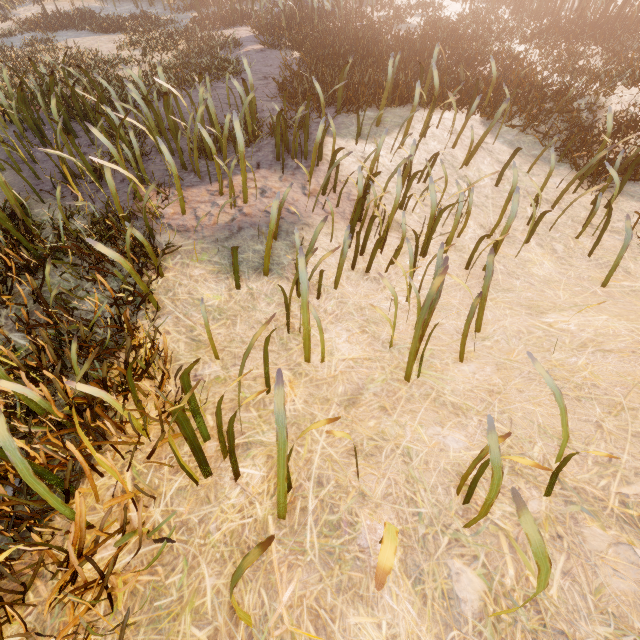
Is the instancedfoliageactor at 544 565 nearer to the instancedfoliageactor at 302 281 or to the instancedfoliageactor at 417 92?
the instancedfoliageactor at 302 281

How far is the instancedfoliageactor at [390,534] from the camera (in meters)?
0.97

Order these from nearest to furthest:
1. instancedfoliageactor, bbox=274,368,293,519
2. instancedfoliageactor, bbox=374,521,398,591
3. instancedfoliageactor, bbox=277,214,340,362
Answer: instancedfoliageactor, bbox=374,521,398,591 → instancedfoliageactor, bbox=274,368,293,519 → instancedfoliageactor, bbox=277,214,340,362

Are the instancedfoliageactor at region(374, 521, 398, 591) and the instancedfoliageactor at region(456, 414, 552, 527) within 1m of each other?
yes

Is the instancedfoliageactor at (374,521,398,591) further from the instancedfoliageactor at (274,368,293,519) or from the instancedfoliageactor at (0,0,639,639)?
the instancedfoliageactor at (0,0,639,639)

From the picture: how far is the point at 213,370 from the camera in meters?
3.0

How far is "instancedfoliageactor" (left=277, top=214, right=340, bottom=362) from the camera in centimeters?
272cm

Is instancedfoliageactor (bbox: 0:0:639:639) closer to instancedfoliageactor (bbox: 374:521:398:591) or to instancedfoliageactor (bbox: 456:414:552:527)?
instancedfoliageactor (bbox: 374:521:398:591)
